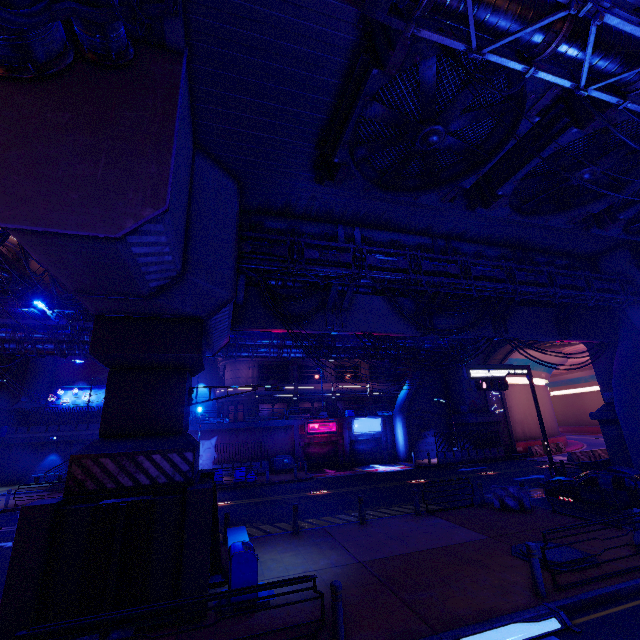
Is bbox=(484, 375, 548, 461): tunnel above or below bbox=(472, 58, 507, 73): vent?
below

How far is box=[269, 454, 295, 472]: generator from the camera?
29.9 meters

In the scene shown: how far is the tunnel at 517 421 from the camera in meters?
33.8 m

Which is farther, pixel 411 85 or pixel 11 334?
pixel 11 334

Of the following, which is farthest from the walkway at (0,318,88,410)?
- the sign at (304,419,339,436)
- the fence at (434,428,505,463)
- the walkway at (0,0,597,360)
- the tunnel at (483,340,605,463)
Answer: the walkway at (0,0,597,360)

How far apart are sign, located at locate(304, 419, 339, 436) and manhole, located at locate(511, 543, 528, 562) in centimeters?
2389cm

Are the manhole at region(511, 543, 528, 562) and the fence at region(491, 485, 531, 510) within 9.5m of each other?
yes

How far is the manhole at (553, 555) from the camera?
9.0m
